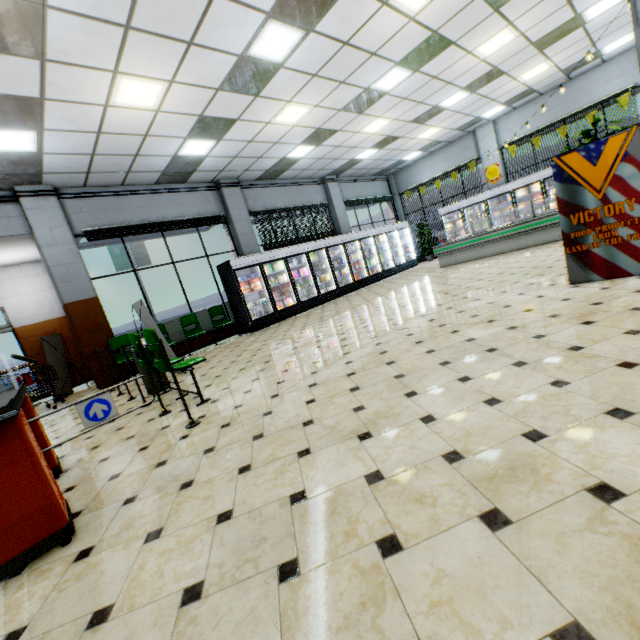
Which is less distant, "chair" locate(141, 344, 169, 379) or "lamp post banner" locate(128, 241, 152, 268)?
"chair" locate(141, 344, 169, 379)

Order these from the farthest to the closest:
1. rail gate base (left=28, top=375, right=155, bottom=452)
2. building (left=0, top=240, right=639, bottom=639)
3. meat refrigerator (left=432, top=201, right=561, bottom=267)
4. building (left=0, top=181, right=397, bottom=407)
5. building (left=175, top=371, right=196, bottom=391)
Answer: meat refrigerator (left=432, top=201, right=561, bottom=267) → building (left=0, top=181, right=397, bottom=407) → building (left=175, top=371, right=196, bottom=391) → rail gate base (left=28, top=375, right=155, bottom=452) → building (left=0, top=240, right=639, bottom=639)

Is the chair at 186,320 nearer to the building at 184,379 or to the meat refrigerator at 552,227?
the building at 184,379

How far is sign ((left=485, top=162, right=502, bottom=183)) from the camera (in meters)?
13.66

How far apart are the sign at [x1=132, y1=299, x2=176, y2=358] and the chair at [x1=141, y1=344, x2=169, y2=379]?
1.0m

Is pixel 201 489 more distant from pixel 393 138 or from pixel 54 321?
pixel 393 138

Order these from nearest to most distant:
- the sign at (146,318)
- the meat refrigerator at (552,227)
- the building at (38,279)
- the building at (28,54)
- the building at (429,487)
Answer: the building at (429,487) → the building at (28,54) → the sign at (146,318) → the building at (38,279) → the meat refrigerator at (552,227)

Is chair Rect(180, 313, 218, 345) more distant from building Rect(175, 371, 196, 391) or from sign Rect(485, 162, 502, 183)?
sign Rect(485, 162, 502, 183)
